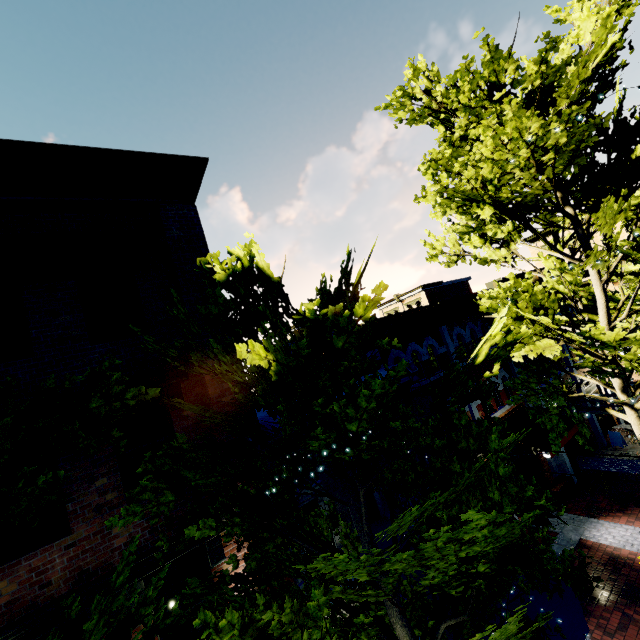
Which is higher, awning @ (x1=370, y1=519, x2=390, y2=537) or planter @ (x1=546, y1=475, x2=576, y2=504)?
awning @ (x1=370, y1=519, x2=390, y2=537)

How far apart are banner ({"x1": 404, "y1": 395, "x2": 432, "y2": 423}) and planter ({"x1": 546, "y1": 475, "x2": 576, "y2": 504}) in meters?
7.4

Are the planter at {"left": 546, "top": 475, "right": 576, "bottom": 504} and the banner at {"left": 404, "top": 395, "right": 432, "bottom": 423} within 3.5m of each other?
no

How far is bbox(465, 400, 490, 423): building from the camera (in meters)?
12.73

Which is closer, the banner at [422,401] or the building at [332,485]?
the building at [332,485]

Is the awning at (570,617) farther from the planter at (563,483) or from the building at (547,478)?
the building at (547,478)

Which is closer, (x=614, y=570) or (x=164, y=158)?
(x=164, y=158)

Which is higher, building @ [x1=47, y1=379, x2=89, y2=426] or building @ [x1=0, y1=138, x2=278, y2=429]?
building @ [x1=0, y1=138, x2=278, y2=429]
